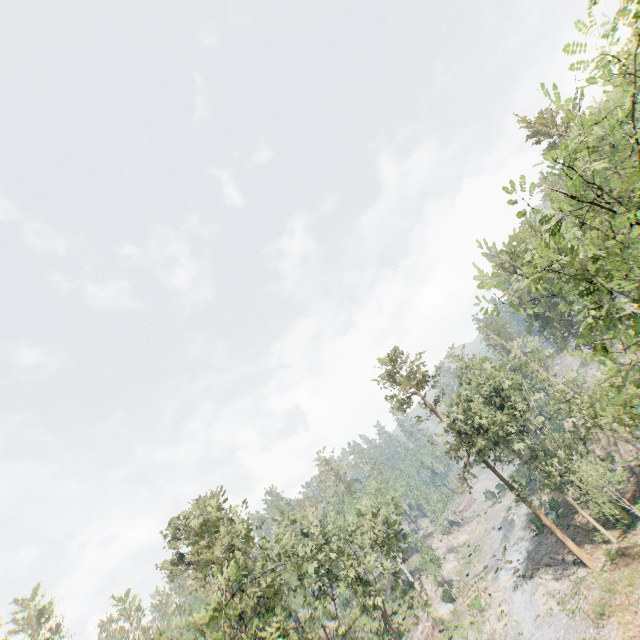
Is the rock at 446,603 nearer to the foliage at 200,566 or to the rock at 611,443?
the foliage at 200,566

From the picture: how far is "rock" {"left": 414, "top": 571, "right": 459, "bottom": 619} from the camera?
45.6 meters

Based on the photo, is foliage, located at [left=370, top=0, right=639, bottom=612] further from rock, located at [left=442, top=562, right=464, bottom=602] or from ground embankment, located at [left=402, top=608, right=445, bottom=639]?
rock, located at [left=442, top=562, right=464, bottom=602]

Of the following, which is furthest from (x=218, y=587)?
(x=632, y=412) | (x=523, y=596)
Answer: (x=523, y=596)

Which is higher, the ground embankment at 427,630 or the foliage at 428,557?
the foliage at 428,557

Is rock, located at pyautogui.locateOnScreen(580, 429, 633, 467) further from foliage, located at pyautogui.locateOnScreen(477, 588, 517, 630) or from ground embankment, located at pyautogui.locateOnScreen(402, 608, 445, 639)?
ground embankment, located at pyautogui.locateOnScreen(402, 608, 445, 639)

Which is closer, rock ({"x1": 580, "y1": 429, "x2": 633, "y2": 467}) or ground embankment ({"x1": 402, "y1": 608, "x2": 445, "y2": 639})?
rock ({"x1": 580, "y1": 429, "x2": 633, "y2": 467})

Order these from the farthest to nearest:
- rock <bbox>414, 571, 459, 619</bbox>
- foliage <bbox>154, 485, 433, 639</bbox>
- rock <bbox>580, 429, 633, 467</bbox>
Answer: rock <bbox>414, 571, 459, 619</bbox> → rock <bbox>580, 429, 633, 467</bbox> → foliage <bbox>154, 485, 433, 639</bbox>
